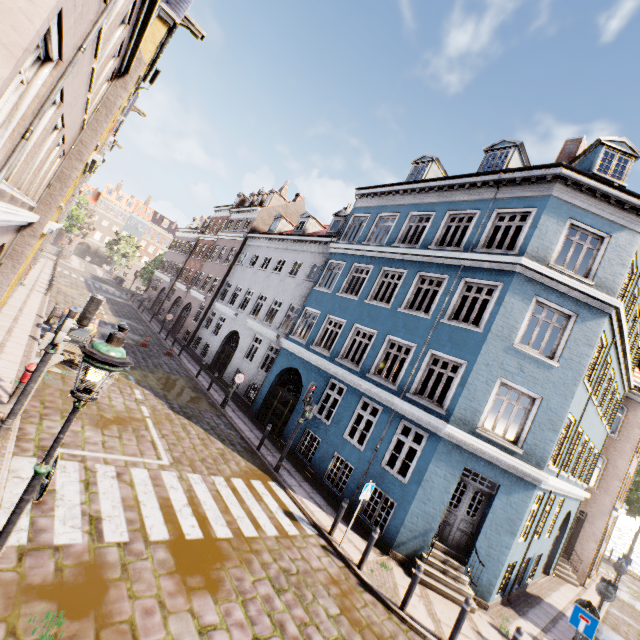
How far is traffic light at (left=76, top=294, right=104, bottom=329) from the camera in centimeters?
714cm

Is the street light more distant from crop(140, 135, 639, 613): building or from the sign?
the sign

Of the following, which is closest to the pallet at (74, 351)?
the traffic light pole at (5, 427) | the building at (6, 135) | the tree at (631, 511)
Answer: the building at (6, 135)

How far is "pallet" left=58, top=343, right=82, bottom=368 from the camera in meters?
11.8

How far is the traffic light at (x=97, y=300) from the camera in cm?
714

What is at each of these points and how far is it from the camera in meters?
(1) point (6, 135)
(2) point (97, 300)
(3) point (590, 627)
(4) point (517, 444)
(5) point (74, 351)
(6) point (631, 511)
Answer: (1) building, 4.2 m
(2) traffic light, 7.2 m
(3) sign, 7.7 m
(4) building, 10.2 m
(5) pallet, 12.0 m
(6) tree, 27.6 m

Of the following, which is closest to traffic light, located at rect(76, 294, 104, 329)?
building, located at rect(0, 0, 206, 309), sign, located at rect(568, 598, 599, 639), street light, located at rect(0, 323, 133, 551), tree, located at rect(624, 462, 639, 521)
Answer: building, located at rect(0, 0, 206, 309)

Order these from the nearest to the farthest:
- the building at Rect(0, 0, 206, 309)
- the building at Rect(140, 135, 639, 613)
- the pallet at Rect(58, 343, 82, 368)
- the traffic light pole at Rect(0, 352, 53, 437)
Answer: the building at Rect(0, 0, 206, 309), the traffic light pole at Rect(0, 352, 53, 437), the building at Rect(140, 135, 639, 613), the pallet at Rect(58, 343, 82, 368)
